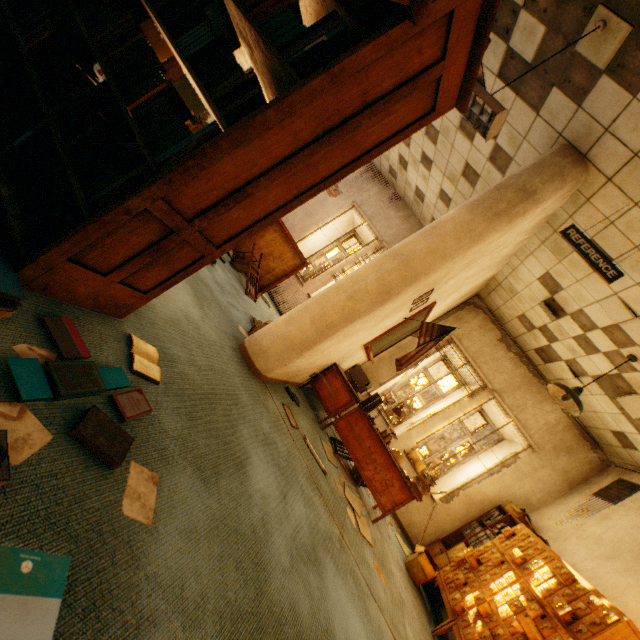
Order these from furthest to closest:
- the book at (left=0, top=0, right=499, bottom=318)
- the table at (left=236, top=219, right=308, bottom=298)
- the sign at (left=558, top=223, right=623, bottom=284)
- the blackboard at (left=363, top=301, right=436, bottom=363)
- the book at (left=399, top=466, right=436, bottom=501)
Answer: the table at (left=236, top=219, right=308, bottom=298) < the blackboard at (left=363, top=301, right=436, bottom=363) < the book at (left=399, top=466, right=436, bottom=501) < the sign at (left=558, top=223, right=623, bottom=284) < the book at (left=0, top=0, right=499, bottom=318)

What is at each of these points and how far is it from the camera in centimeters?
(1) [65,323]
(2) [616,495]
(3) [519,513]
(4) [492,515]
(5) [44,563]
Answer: (1) book, 137cm
(2) vent, 504cm
(3) cardboard box, 546cm
(4) folder, 583cm
(5) book, 84cm

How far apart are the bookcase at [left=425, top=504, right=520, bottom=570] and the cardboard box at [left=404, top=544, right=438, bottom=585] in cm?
44

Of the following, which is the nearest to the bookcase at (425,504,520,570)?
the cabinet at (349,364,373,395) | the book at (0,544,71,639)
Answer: the cabinet at (349,364,373,395)

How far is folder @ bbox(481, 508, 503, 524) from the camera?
5.60m

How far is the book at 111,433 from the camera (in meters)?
1.15

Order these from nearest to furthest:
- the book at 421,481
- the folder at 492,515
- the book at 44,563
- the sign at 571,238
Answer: the book at 44,563, the sign at 571,238, the book at 421,481, the folder at 492,515

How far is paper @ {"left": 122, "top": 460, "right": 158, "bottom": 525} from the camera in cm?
119
